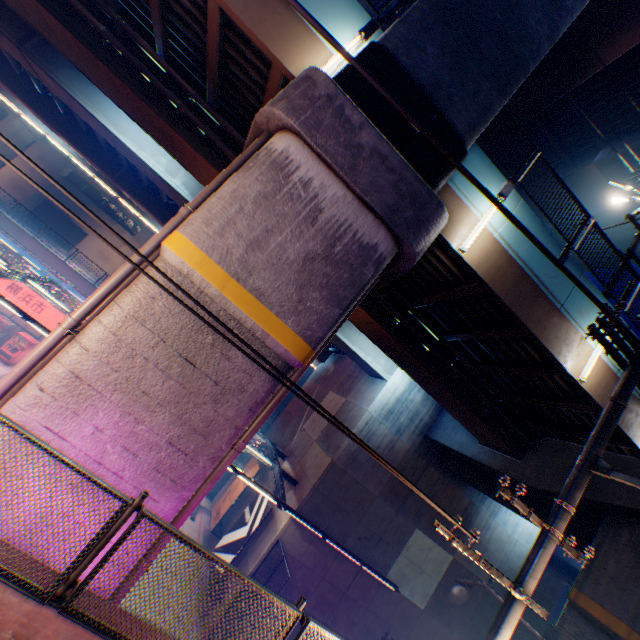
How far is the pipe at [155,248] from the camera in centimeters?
558cm

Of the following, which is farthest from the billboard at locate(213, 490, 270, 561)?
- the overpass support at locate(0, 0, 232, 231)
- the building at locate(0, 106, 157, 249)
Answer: the building at locate(0, 106, 157, 249)

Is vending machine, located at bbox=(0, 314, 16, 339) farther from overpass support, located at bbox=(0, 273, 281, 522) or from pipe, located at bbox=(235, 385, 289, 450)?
pipe, located at bbox=(235, 385, 289, 450)

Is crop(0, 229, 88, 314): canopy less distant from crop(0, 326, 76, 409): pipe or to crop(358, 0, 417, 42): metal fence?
crop(358, 0, 417, 42): metal fence

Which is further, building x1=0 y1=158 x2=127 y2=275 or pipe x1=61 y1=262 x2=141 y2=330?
building x1=0 y1=158 x2=127 y2=275

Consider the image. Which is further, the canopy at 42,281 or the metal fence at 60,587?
the canopy at 42,281

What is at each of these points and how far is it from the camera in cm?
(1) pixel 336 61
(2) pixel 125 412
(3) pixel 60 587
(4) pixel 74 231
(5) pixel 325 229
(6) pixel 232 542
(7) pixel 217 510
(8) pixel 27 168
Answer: (1) street lamp, 696
(2) overpass support, 502
(3) metal fence, 346
(4) building, 4281
(5) overpass support, 605
(6) billboard, 1578
(7) billboard, 2031
(8) building, 3997

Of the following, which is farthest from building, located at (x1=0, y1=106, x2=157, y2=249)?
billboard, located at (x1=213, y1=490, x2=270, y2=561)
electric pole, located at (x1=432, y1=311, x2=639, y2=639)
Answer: electric pole, located at (x1=432, y1=311, x2=639, y2=639)
